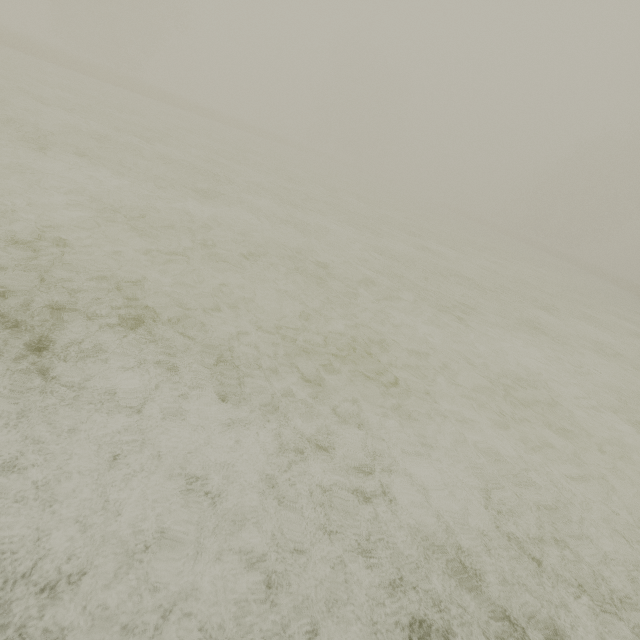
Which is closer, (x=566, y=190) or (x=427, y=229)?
(x=427, y=229)
